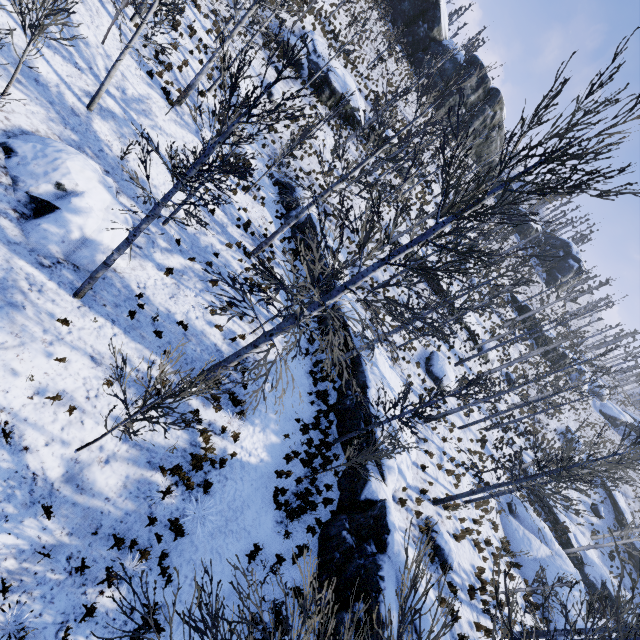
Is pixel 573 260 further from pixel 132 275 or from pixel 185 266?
pixel 132 275

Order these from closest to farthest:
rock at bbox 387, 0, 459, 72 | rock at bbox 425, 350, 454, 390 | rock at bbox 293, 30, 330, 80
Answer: rock at bbox 425, 350, 454, 390 → rock at bbox 293, 30, 330, 80 → rock at bbox 387, 0, 459, 72

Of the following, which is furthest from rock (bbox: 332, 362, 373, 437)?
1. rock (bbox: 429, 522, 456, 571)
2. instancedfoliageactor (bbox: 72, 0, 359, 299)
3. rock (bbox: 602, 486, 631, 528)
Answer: rock (bbox: 602, 486, 631, 528)

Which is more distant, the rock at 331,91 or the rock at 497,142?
the rock at 497,142

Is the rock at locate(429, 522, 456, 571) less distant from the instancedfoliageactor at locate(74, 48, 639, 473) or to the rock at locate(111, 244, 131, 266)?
the instancedfoliageactor at locate(74, 48, 639, 473)

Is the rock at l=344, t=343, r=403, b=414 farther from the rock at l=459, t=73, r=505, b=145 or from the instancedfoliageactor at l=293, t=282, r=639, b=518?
the rock at l=459, t=73, r=505, b=145

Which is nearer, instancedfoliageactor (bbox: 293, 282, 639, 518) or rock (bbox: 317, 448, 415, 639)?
rock (bbox: 317, 448, 415, 639)

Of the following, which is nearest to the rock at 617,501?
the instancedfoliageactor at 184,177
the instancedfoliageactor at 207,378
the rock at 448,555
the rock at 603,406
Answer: the rock at 603,406
